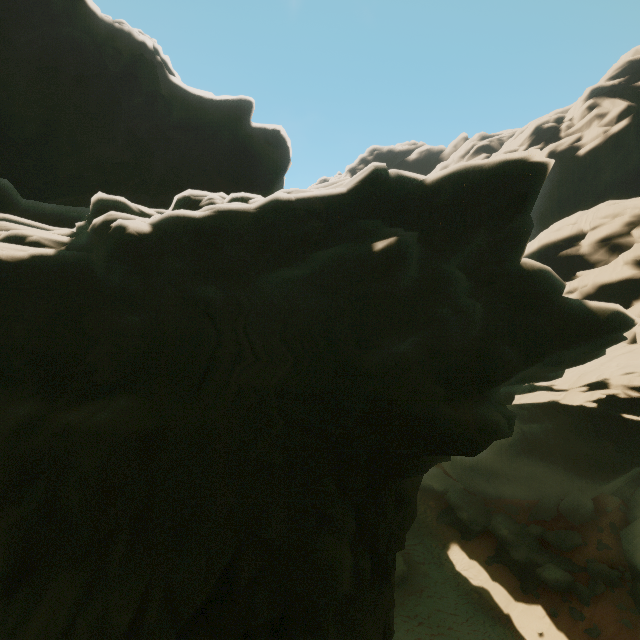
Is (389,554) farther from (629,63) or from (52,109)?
(629,63)
